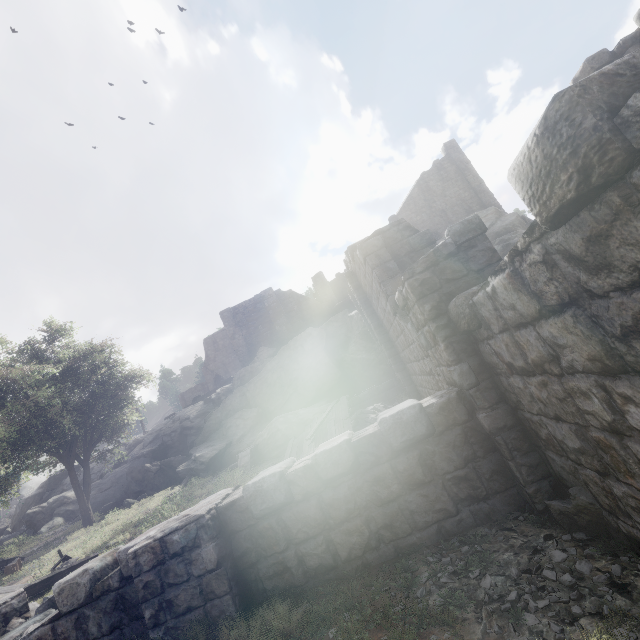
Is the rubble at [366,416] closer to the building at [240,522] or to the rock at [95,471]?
the building at [240,522]

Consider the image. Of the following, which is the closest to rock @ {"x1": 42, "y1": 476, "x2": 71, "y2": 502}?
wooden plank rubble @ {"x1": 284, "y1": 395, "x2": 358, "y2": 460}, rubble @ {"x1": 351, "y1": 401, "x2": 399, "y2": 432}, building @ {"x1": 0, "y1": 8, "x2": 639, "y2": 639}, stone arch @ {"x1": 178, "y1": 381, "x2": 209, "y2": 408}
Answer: building @ {"x1": 0, "y1": 8, "x2": 639, "y2": 639}

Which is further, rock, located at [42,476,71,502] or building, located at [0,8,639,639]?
rock, located at [42,476,71,502]

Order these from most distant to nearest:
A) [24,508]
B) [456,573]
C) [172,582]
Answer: [24,508]
[172,582]
[456,573]

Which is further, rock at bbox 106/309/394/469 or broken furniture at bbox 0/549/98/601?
rock at bbox 106/309/394/469

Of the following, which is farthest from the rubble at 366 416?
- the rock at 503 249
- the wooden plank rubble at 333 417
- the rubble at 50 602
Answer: the rubble at 50 602

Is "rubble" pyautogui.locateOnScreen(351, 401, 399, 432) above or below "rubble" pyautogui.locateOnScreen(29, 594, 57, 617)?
below

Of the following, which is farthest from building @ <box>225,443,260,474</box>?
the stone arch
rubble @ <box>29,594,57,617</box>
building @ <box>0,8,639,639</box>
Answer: the stone arch
